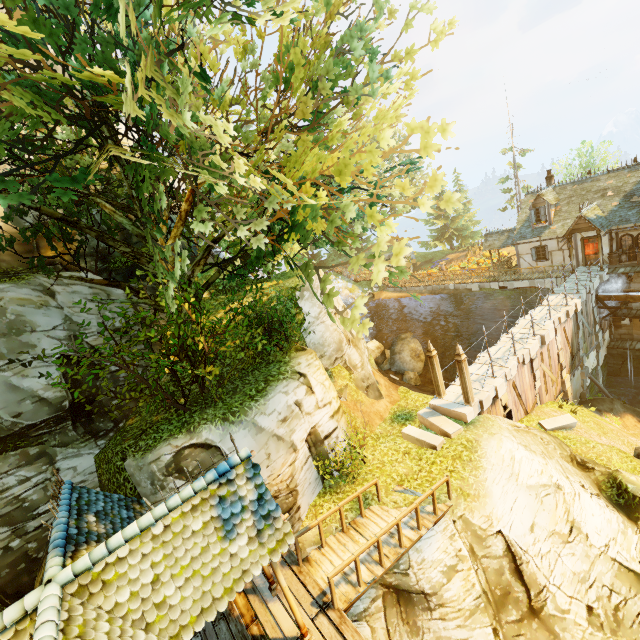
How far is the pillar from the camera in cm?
1264

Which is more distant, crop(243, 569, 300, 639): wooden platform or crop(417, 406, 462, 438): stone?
crop(417, 406, 462, 438): stone

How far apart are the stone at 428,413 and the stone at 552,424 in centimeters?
594cm

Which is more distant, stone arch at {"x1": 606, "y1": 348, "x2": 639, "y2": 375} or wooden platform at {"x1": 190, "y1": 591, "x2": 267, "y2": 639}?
stone arch at {"x1": 606, "y1": 348, "x2": 639, "y2": 375}

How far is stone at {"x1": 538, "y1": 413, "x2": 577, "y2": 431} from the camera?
15.48m

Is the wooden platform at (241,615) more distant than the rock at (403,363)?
No

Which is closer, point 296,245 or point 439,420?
point 439,420

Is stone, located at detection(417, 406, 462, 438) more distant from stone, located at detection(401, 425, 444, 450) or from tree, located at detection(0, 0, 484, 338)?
tree, located at detection(0, 0, 484, 338)
